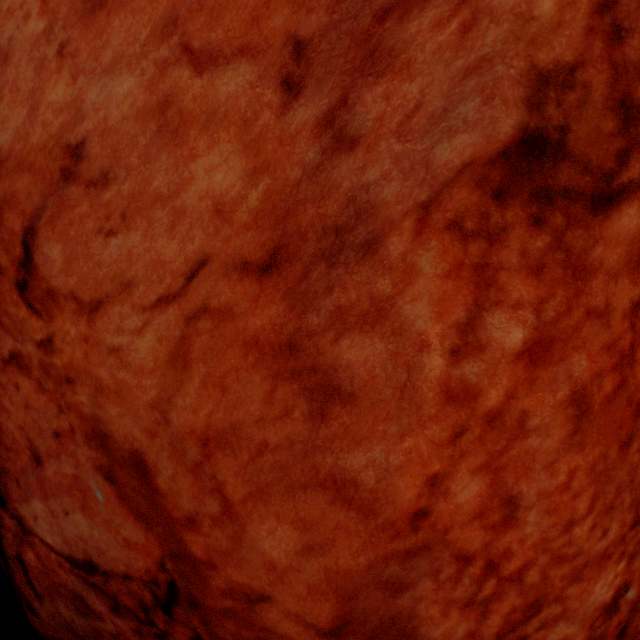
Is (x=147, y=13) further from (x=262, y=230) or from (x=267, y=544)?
(x=267, y=544)
